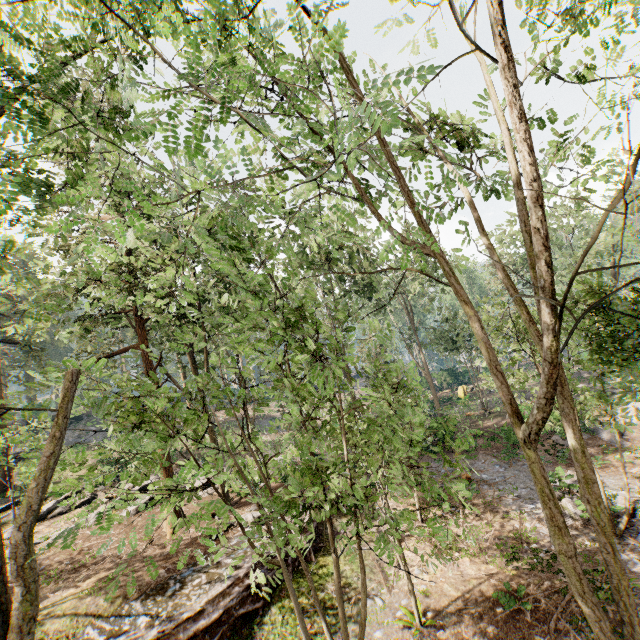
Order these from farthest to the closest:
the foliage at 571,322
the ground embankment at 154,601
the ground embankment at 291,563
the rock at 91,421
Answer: the rock at 91,421 → the ground embankment at 291,563 → the ground embankment at 154,601 → the foliage at 571,322

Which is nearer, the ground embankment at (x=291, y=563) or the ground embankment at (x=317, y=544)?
the ground embankment at (x=291, y=563)

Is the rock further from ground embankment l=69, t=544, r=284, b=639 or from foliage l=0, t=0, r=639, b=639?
ground embankment l=69, t=544, r=284, b=639

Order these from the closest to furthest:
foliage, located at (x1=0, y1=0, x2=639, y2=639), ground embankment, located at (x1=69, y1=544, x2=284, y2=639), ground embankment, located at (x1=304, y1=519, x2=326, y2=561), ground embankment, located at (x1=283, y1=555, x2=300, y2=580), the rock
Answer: foliage, located at (x1=0, y1=0, x2=639, y2=639)
ground embankment, located at (x1=69, y1=544, x2=284, y2=639)
ground embankment, located at (x1=283, y1=555, x2=300, y2=580)
ground embankment, located at (x1=304, y1=519, x2=326, y2=561)
the rock

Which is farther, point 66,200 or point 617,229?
point 617,229

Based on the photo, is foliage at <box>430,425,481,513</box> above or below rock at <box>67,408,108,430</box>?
below

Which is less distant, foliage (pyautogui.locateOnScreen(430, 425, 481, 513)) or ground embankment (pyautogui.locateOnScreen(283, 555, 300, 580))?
foliage (pyautogui.locateOnScreen(430, 425, 481, 513))
